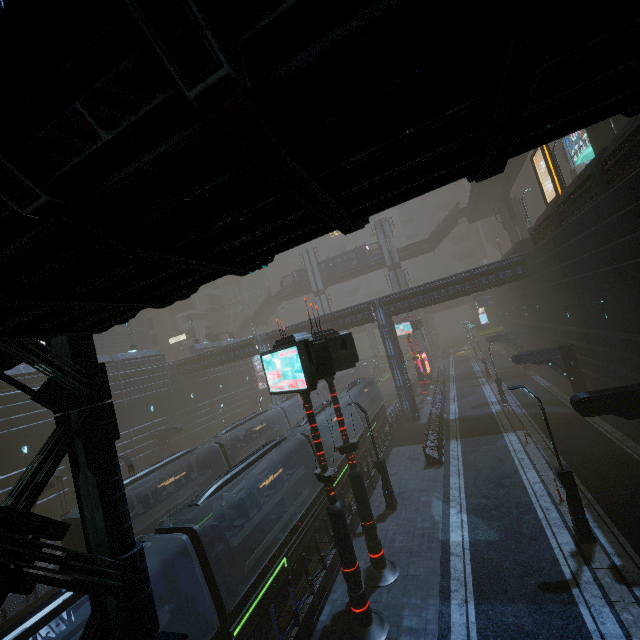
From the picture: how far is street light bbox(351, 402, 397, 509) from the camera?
16.47m

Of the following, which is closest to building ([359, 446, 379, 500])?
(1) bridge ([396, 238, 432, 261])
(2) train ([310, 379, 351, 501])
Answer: (2) train ([310, 379, 351, 501])

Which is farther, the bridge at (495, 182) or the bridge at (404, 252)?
the bridge at (404, 252)

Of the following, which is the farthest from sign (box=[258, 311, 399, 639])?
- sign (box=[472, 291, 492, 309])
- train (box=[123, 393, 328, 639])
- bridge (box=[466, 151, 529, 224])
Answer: sign (box=[472, 291, 492, 309])

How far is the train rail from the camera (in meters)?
40.47

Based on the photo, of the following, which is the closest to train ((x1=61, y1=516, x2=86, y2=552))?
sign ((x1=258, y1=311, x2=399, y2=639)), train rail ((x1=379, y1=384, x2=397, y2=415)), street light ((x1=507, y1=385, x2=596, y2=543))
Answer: train rail ((x1=379, y1=384, x2=397, y2=415))

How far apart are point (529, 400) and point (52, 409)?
31.9 meters

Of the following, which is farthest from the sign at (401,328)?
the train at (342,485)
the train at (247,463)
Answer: the train at (247,463)
